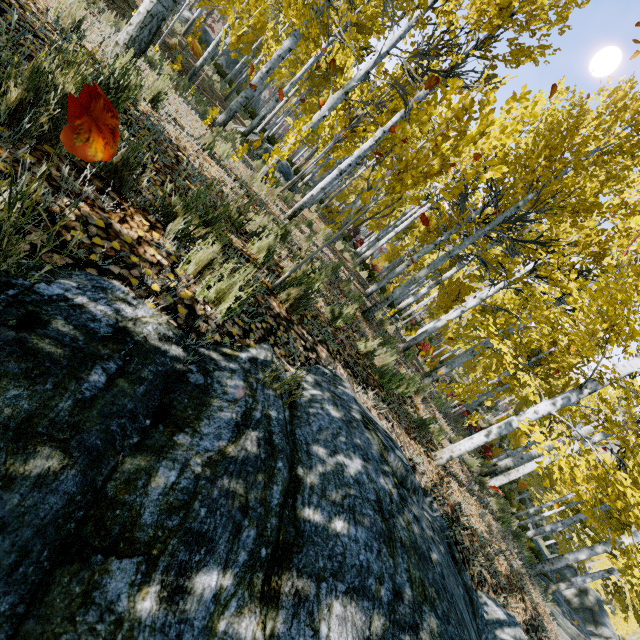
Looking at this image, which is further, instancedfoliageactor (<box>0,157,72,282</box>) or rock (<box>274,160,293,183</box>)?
rock (<box>274,160,293,183</box>)

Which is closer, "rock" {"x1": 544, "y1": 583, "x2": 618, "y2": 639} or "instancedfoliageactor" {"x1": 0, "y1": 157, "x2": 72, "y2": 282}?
"instancedfoliageactor" {"x1": 0, "y1": 157, "x2": 72, "y2": 282}

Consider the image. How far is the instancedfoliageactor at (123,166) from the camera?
2.0m

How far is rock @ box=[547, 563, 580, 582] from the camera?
23.99m

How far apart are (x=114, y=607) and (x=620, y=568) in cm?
2033

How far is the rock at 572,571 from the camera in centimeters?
2399cm

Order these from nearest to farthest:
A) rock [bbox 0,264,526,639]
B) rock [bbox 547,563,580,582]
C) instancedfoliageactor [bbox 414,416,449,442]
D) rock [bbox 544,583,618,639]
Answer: rock [bbox 0,264,526,639] → instancedfoliageactor [bbox 414,416,449,442] → rock [bbox 544,583,618,639] → rock [bbox 547,563,580,582]

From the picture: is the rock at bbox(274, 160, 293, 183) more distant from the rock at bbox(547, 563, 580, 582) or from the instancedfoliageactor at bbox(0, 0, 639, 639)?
the rock at bbox(547, 563, 580, 582)
